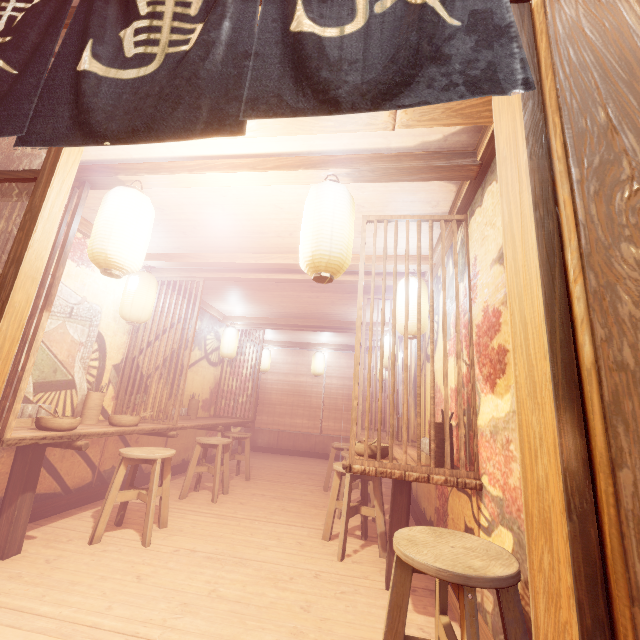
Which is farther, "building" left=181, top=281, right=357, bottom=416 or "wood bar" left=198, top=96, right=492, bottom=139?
"building" left=181, top=281, right=357, bottom=416

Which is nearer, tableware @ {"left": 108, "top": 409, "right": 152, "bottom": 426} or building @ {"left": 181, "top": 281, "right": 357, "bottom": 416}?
tableware @ {"left": 108, "top": 409, "right": 152, "bottom": 426}

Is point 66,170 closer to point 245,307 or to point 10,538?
point 10,538

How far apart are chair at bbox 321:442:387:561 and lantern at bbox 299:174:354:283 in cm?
348

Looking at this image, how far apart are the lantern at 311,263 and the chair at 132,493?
4.0 meters

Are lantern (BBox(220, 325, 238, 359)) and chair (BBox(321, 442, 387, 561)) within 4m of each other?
no

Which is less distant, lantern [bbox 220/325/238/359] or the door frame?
the door frame

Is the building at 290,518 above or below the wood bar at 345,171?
below
